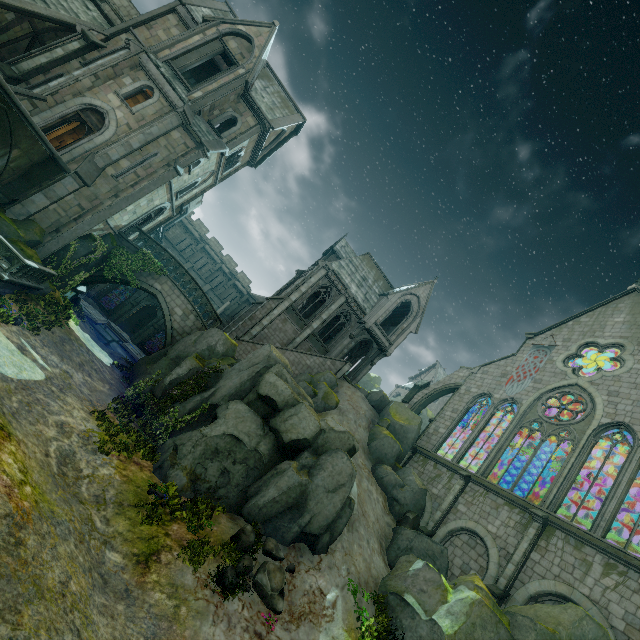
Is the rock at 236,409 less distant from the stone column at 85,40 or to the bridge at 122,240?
the bridge at 122,240

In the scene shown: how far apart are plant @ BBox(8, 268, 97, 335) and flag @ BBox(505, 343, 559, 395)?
30.70m

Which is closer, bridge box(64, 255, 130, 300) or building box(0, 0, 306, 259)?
building box(0, 0, 306, 259)

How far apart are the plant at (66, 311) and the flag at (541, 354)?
30.70m

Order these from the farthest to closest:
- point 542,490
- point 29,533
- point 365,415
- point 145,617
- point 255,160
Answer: point 542,490 < point 255,160 < point 365,415 < point 145,617 < point 29,533

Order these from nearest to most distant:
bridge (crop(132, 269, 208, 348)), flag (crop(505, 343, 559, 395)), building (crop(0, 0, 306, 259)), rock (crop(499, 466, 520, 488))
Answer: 1. building (crop(0, 0, 306, 259))
2. bridge (crop(132, 269, 208, 348))
3. flag (crop(505, 343, 559, 395))
4. rock (crop(499, 466, 520, 488))

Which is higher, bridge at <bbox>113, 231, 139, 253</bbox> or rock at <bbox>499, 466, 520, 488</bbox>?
rock at <bbox>499, 466, 520, 488</bbox>

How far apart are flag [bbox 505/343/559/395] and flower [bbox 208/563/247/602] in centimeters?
2275cm
